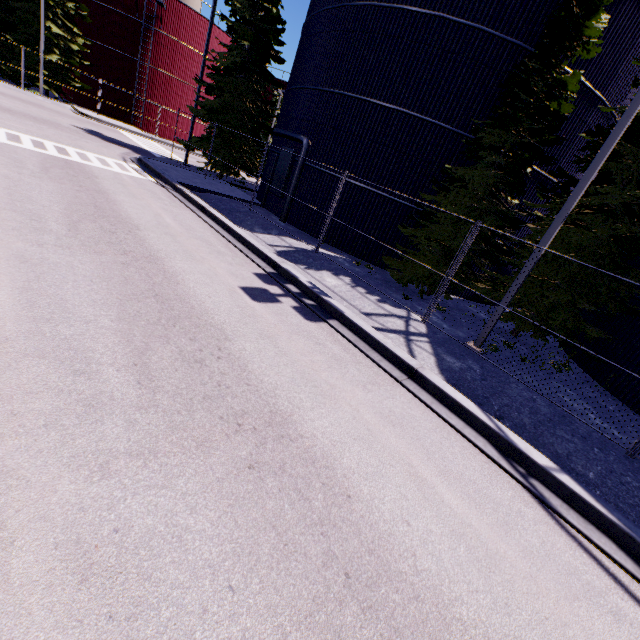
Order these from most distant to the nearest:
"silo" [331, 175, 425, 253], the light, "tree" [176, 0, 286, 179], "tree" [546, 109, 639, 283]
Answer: "tree" [176, 0, 286, 179], "silo" [331, 175, 425, 253], "tree" [546, 109, 639, 283], the light

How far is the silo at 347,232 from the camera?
14.61m

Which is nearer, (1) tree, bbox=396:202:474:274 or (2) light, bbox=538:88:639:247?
(2) light, bbox=538:88:639:247

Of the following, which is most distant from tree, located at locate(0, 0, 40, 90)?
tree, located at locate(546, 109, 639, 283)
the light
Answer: tree, located at locate(546, 109, 639, 283)

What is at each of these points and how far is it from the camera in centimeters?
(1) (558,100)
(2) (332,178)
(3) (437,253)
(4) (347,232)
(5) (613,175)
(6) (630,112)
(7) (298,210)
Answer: (1) tree, 1018cm
(2) silo, 1463cm
(3) tree, 1112cm
(4) silo, 1483cm
(5) tree, 1051cm
(6) light, 677cm
(7) silo, 1595cm

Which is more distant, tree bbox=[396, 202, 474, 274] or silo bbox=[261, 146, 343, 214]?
silo bbox=[261, 146, 343, 214]

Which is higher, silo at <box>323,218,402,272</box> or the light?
the light

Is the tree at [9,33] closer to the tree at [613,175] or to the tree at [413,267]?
the tree at [413,267]
